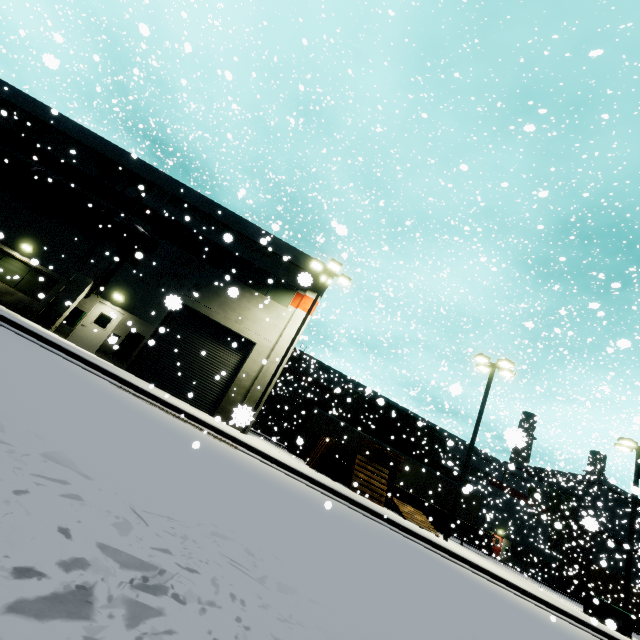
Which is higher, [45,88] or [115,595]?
[45,88]

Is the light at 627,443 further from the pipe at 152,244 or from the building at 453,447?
the pipe at 152,244

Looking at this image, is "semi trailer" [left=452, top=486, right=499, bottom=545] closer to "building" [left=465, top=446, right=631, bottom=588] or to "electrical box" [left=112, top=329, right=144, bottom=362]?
"building" [left=465, top=446, right=631, bottom=588]

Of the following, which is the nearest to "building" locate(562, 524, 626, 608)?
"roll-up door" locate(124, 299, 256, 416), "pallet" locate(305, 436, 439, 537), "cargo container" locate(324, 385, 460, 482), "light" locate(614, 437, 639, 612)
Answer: "roll-up door" locate(124, 299, 256, 416)

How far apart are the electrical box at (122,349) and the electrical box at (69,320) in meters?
2.4 m

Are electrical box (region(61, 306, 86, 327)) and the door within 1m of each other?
yes

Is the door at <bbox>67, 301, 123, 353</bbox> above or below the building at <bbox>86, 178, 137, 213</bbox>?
below

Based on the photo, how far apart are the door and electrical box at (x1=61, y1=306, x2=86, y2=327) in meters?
0.1 m
